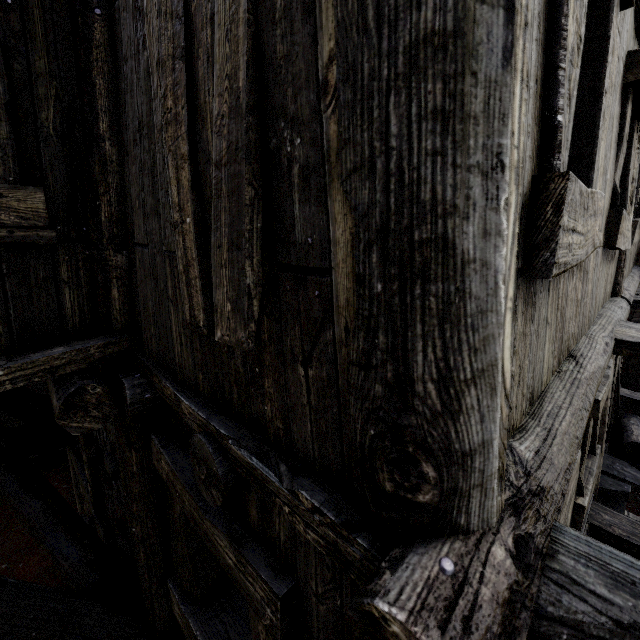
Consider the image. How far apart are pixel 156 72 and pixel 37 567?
12.3 meters
